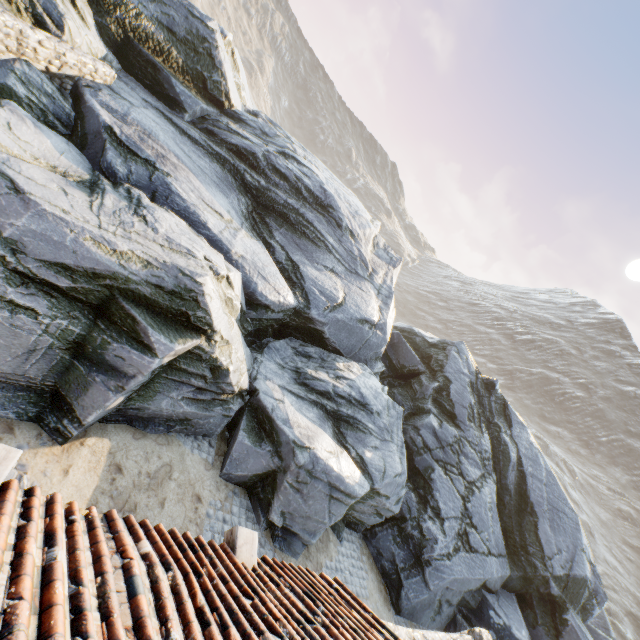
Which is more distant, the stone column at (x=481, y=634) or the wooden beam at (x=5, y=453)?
the stone column at (x=481, y=634)

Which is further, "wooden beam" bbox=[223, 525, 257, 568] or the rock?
the rock

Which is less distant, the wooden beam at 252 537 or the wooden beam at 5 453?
the wooden beam at 5 453

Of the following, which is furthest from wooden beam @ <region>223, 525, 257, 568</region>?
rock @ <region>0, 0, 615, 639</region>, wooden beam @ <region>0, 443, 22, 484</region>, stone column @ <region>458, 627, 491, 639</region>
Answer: stone column @ <region>458, 627, 491, 639</region>

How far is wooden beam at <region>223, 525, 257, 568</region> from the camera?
4.0 meters

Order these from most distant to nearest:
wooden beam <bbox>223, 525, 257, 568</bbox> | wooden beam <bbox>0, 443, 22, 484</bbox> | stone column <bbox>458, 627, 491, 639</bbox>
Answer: stone column <bbox>458, 627, 491, 639</bbox>, wooden beam <bbox>223, 525, 257, 568</bbox>, wooden beam <bbox>0, 443, 22, 484</bbox>

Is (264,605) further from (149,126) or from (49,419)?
(149,126)

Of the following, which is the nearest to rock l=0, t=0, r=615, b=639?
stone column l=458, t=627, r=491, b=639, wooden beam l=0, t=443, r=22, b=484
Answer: stone column l=458, t=627, r=491, b=639
